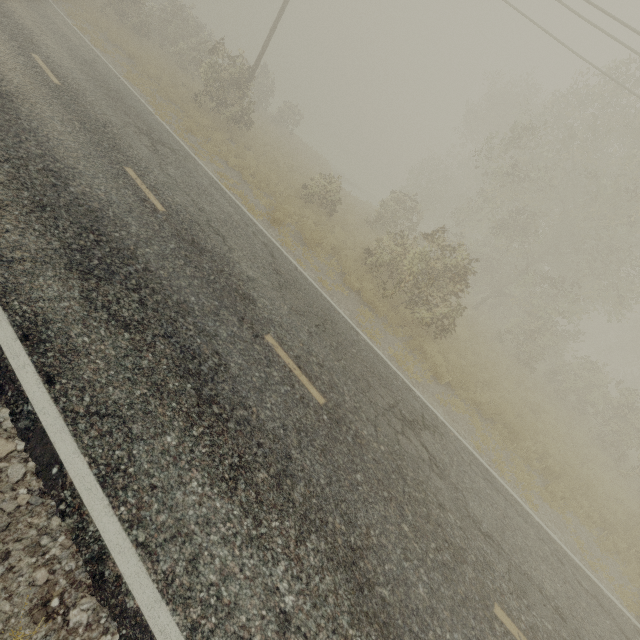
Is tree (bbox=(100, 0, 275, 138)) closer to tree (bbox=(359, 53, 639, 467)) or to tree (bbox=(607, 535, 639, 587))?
tree (bbox=(607, 535, 639, 587))

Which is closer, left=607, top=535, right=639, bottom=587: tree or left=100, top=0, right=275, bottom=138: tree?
left=607, top=535, right=639, bottom=587: tree

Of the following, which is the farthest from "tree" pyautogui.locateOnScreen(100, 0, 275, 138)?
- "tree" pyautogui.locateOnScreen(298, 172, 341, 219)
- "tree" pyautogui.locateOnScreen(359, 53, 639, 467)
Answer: "tree" pyautogui.locateOnScreen(359, 53, 639, 467)

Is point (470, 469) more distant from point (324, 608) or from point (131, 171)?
point (131, 171)

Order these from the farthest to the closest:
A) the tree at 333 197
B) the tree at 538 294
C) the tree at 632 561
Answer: the tree at 333 197 < the tree at 538 294 < the tree at 632 561

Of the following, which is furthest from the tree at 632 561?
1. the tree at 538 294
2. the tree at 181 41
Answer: the tree at 538 294

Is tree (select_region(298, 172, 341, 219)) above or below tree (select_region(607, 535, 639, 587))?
above
